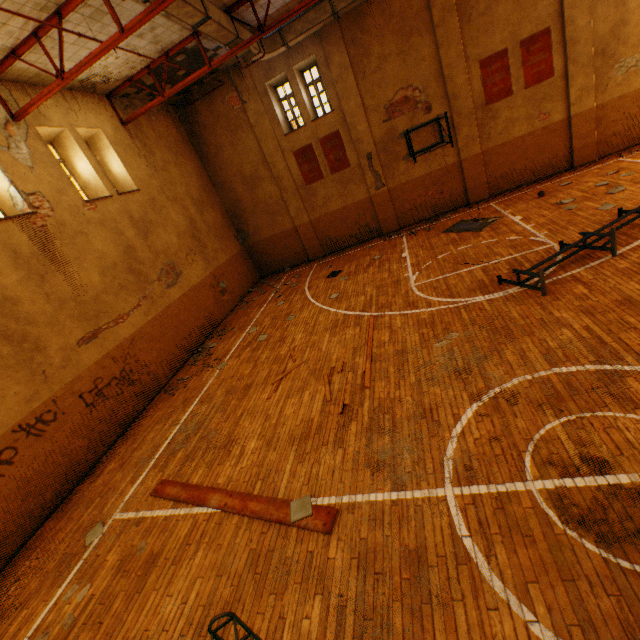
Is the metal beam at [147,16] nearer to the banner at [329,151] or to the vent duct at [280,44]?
the vent duct at [280,44]

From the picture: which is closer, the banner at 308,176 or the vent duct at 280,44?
the vent duct at 280,44

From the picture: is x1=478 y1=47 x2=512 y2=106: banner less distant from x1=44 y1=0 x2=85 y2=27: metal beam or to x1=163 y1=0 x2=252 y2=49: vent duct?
x1=163 y1=0 x2=252 y2=49: vent duct

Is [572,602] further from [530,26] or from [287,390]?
[530,26]

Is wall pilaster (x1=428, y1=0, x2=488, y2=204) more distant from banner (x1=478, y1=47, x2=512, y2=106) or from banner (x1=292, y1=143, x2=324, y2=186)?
banner (x1=292, y1=143, x2=324, y2=186)

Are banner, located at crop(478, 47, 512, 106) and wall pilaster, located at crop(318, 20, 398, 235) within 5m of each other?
yes

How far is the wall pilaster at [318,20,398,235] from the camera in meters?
12.5 m

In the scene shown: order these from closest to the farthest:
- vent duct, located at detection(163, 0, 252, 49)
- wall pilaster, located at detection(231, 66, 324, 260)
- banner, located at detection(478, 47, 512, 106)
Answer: vent duct, located at detection(163, 0, 252, 49)
banner, located at detection(478, 47, 512, 106)
wall pilaster, located at detection(231, 66, 324, 260)
